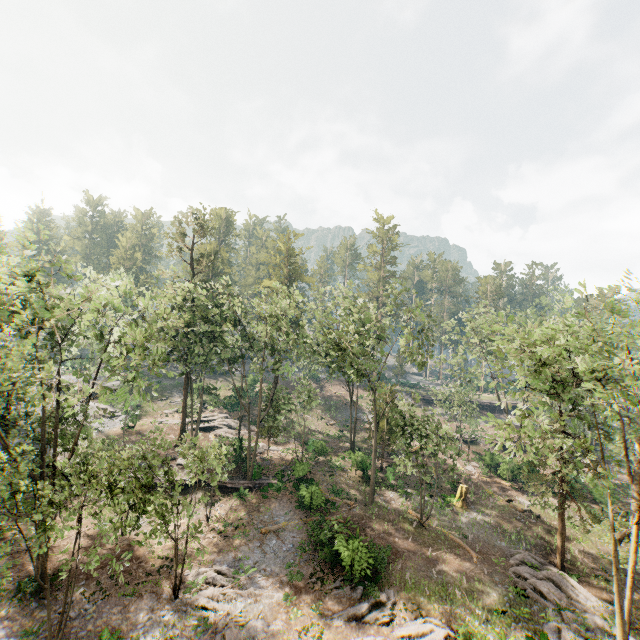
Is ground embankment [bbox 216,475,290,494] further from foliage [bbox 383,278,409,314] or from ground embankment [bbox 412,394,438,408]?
ground embankment [bbox 412,394,438,408]

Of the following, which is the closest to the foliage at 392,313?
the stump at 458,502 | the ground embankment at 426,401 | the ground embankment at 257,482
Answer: the ground embankment at 257,482

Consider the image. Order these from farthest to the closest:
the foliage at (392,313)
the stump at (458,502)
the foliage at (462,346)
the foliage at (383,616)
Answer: the foliage at (392,313) → the stump at (458,502) → the foliage at (462,346) → the foliage at (383,616)

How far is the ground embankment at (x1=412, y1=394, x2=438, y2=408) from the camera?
56.04m

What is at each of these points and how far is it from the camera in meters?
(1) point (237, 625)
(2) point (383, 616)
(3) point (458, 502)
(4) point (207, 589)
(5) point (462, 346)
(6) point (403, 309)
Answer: (1) foliage, 17.0
(2) foliage, 17.7
(3) stump, 29.2
(4) foliage, 19.1
(5) foliage, 36.9
(6) foliage, 31.7

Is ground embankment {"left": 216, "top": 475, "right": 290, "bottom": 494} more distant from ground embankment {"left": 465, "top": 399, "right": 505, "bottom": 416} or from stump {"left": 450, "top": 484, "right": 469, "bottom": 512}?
ground embankment {"left": 465, "top": 399, "right": 505, "bottom": 416}

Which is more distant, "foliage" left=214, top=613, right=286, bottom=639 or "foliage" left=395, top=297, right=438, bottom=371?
"foliage" left=395, top=297, right=438, bottom=371

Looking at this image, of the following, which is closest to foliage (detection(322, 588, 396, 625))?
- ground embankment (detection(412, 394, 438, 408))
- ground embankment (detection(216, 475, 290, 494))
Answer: ground embankment (detection(216, 475, 290, 494))
